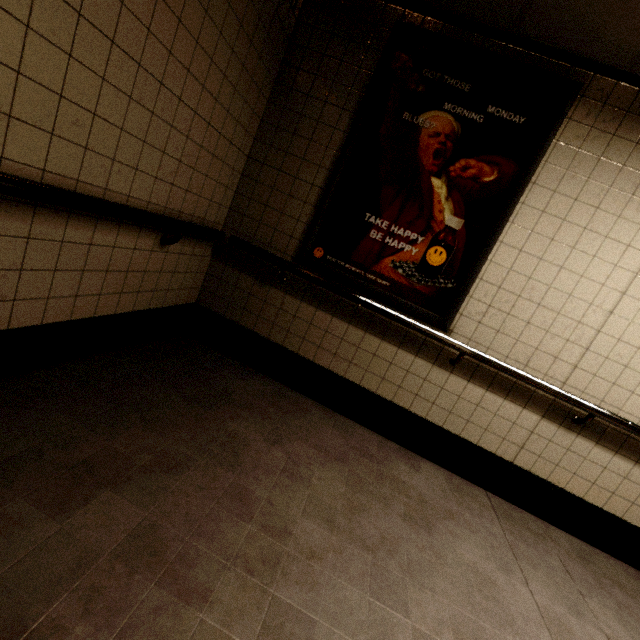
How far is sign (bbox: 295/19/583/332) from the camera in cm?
214

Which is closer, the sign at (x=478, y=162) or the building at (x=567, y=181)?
the building at (x=567, y=181)

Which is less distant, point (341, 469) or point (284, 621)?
point (284, 621)

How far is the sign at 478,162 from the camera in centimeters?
214cm

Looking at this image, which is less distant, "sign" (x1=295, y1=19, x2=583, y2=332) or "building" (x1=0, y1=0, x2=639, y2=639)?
"building" (x1=0, y1=0, x2=639, y2=639)
